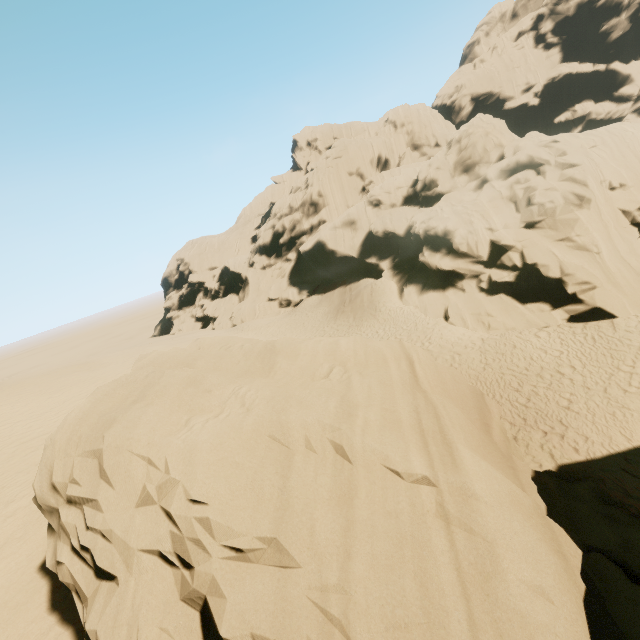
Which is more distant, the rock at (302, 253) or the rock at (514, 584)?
the rock at (302, 253)

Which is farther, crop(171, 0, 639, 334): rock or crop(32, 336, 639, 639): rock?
crop(171, 0, 639, 334): rock

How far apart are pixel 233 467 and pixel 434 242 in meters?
23.2
